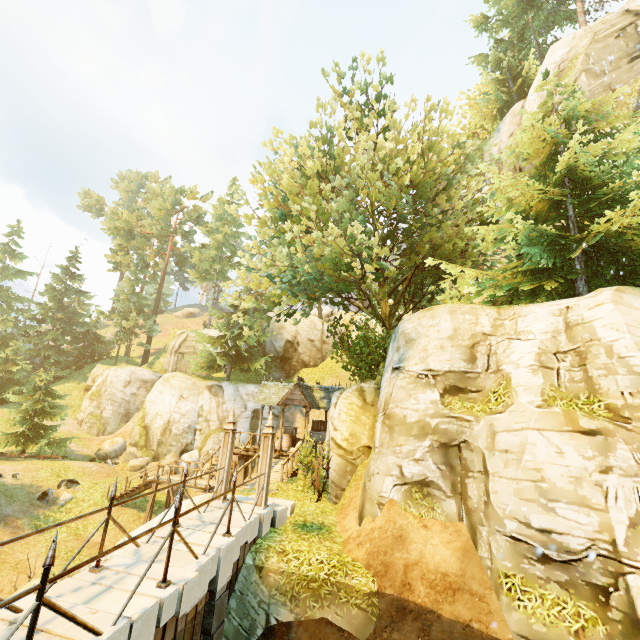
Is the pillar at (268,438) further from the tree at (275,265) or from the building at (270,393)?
the building at (270,393)

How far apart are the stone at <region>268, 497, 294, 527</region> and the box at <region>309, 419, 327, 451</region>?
10.8m

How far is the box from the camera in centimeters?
2269cm

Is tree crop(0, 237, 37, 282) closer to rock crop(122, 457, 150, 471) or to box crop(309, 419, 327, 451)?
rock crop(122, 457, 150, 471)

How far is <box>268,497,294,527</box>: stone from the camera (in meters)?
10.02

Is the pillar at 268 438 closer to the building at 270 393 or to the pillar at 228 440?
the pillar at 228 440

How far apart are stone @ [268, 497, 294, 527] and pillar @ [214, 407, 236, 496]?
0.9 meters

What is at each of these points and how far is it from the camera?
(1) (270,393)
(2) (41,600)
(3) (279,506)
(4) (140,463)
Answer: (1) building, 22.8 meters
(2) fence, 3.4 meters
(3) stone, 10.5 meters
(4) rock, 24.4 meters
